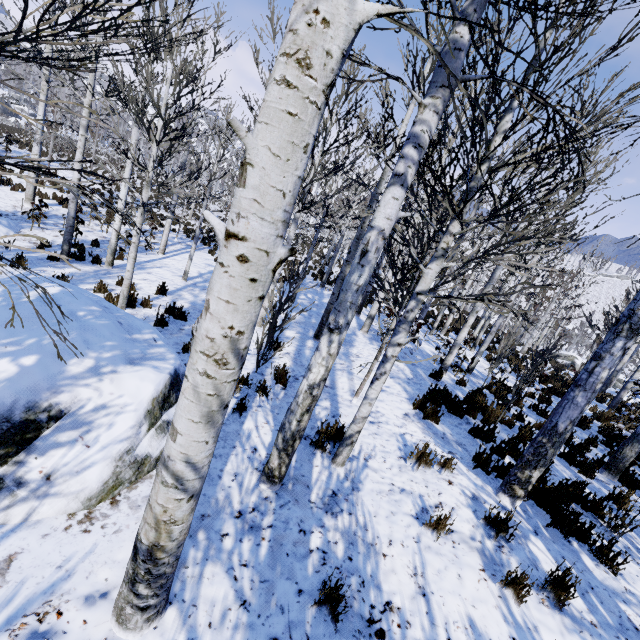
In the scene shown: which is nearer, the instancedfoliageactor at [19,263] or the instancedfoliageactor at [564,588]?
the instancedfoliageactor at [19,263]

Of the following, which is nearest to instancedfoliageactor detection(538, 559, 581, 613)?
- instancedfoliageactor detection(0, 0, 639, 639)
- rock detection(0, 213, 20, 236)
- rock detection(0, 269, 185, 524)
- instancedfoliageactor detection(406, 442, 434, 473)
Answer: instancedfoliageactor detection(0, 0, 639, 639)

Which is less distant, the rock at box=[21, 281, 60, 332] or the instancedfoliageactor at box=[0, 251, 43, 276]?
the instancedfoliageactor at box=[0, 251, 43, 276]

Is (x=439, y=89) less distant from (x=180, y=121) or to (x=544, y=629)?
(x=544, y=629)

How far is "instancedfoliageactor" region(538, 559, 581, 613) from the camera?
3.03m

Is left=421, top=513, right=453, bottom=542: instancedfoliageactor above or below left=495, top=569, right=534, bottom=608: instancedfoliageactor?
below

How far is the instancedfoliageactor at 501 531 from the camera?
3.6m
